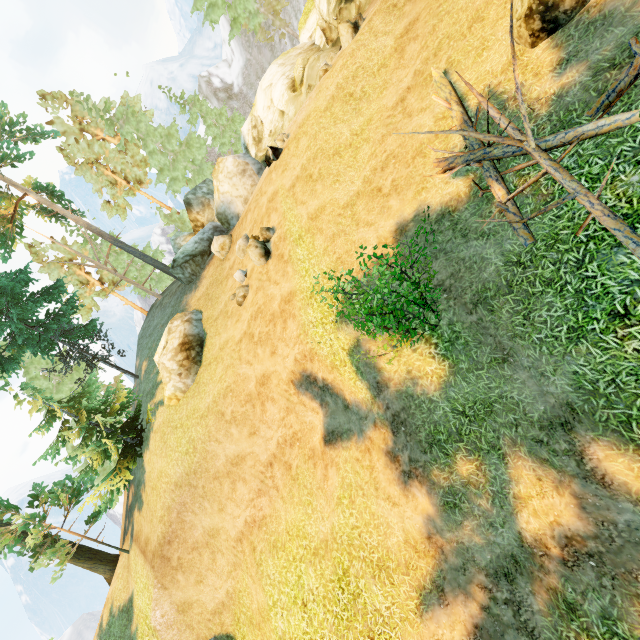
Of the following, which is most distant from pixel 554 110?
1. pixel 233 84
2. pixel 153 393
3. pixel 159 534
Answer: pixel 233 84

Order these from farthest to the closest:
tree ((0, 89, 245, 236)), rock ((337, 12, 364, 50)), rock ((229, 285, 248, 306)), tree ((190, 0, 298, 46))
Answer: tree ((0, 89, 245, 236))
tree ((190, 0, 298, 46))
rock ((229, 285, 248, 306))
rock ((337, 12, 364, 50))

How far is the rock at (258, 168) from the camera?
21.2m

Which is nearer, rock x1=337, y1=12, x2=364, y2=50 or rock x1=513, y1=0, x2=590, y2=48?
rock x1=513, y1=0, x2=590, y2=48

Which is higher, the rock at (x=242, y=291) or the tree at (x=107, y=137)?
the tree at (x=107, y=137)

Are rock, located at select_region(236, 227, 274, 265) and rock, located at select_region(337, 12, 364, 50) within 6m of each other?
no

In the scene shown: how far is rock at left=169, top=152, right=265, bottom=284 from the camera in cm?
2123

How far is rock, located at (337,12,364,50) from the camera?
13.61m
